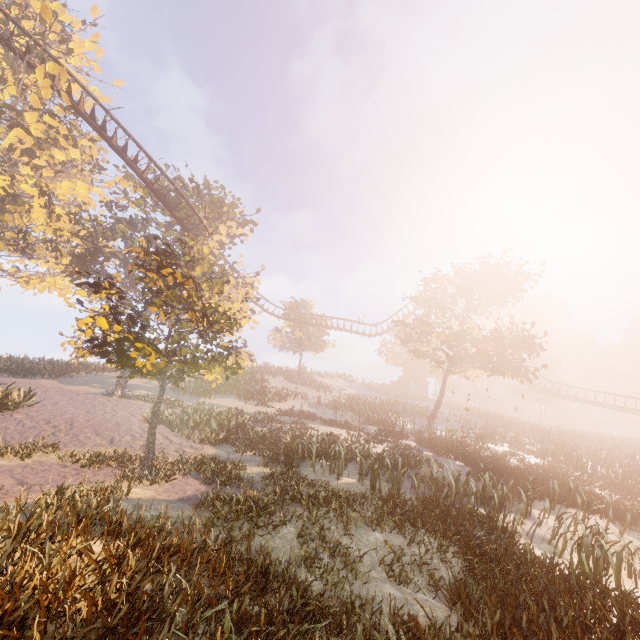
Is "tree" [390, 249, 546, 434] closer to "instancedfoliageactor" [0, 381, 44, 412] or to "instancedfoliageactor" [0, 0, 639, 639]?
"instancedfoliageactor" [0, 0, 639, 639]

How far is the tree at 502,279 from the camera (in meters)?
23.47

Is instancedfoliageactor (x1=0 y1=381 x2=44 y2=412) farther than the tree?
No

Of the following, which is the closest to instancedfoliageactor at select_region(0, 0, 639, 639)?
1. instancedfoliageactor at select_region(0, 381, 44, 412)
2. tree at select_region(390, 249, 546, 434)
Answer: instancedfoliageactor at select_region(0, 381, 44, 412)

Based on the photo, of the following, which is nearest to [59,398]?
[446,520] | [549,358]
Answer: [446,520]

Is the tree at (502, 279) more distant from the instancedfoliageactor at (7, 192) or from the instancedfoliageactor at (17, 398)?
the instancedfoliageactor at (17, 398)

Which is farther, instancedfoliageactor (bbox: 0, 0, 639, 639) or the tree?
the tree
